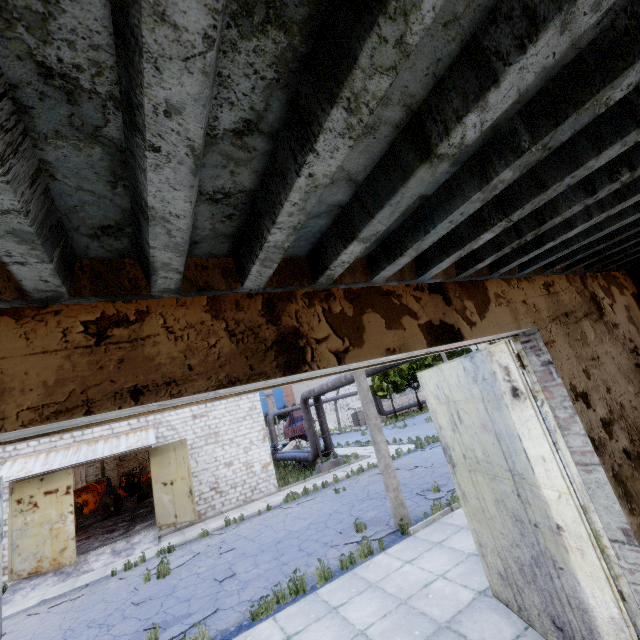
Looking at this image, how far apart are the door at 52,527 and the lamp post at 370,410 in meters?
13.6

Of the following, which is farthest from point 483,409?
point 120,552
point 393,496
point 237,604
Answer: point 120,552

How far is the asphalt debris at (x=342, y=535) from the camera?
9.42m

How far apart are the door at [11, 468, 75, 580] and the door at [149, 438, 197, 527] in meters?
3.3

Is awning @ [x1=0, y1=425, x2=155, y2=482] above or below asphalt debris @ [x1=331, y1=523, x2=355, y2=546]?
above

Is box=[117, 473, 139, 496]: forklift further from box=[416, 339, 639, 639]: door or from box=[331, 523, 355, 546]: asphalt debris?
box=[416, 339, 639, 639]: door

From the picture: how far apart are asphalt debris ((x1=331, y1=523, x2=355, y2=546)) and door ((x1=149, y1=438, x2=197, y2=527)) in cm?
864

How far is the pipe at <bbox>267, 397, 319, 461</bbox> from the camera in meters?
21.5 m
